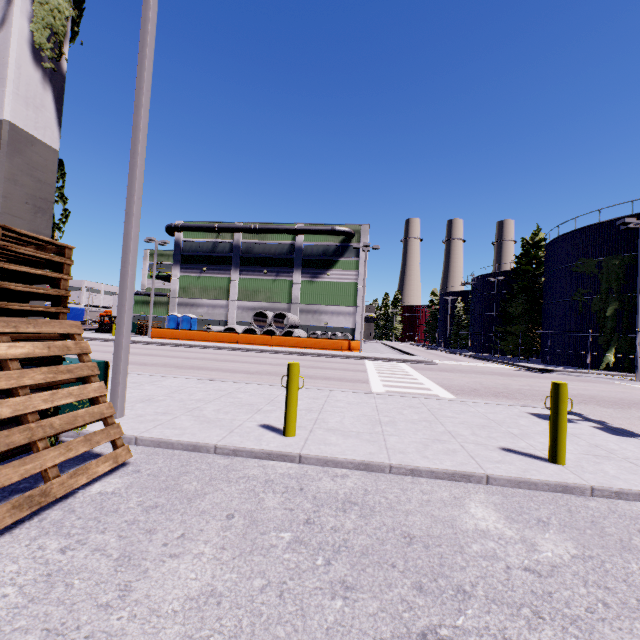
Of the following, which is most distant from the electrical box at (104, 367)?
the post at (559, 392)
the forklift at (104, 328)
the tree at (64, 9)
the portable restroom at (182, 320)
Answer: the forklift at (104, 328)

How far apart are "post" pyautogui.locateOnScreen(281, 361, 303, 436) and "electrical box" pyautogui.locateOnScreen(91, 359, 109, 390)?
3.3m

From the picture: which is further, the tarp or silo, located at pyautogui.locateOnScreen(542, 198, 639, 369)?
the tarp

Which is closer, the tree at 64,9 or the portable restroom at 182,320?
the tree at 64,9

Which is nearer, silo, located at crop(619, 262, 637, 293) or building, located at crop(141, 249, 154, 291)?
silo, located at crop(619, 262, 637, 293)

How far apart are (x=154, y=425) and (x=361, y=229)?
36.64m

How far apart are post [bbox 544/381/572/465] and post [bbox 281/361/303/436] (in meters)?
3.67

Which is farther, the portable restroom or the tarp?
the tarp
